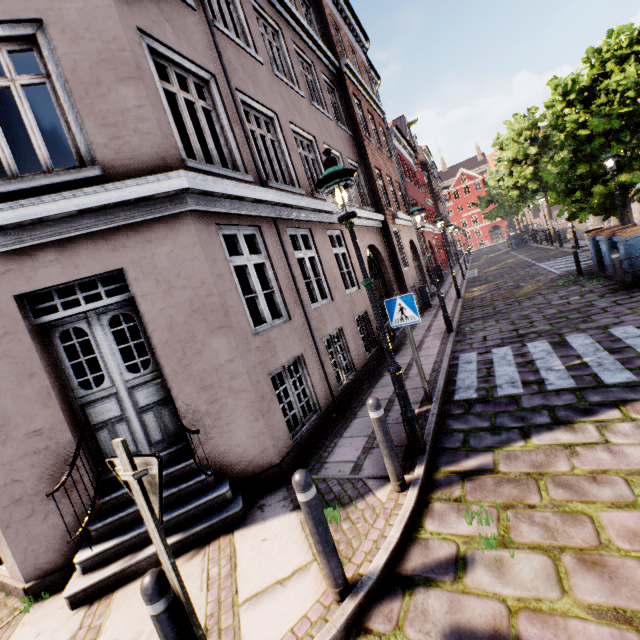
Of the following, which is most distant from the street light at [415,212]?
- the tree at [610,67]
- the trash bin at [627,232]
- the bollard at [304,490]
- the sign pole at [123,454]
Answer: the sign pole at [123,454]

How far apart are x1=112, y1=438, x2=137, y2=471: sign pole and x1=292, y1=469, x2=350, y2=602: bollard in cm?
92

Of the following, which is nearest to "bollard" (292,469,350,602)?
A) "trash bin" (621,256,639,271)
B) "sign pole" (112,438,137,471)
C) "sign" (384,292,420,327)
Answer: "sign pole" (112,438,137,471)

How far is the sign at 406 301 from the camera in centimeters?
514cm

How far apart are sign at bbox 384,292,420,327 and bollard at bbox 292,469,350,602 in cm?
325

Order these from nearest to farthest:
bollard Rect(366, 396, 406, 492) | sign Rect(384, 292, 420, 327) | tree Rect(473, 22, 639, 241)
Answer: bollard Rect(366, 396, 406, 492), sign Rect(384, 292, 420, 327), tree Rect(473, 22, 639, 241)

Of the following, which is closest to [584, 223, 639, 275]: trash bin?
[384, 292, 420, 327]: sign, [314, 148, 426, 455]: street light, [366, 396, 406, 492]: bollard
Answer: [314, 148, 426, 455]: street light

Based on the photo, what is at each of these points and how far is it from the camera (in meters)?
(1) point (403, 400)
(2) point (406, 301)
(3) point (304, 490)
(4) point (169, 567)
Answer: (1) street light, 4.09
(2) sign, 5.17
(3) bollard, 2.50
(4) sign pole, 1.93
